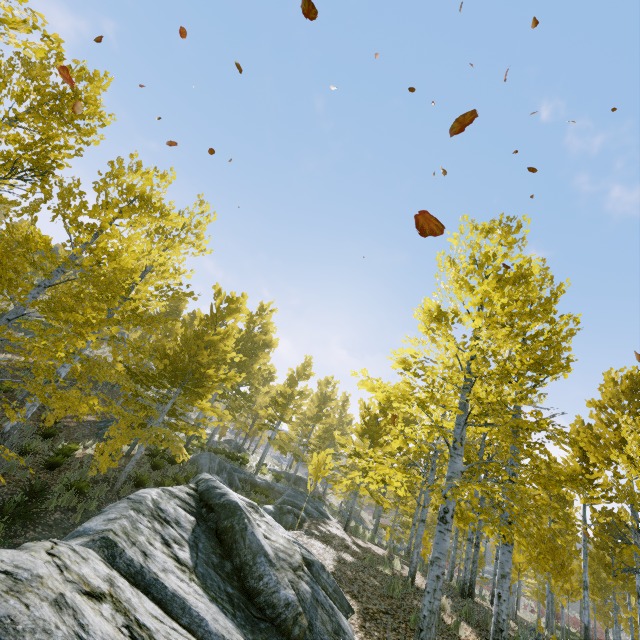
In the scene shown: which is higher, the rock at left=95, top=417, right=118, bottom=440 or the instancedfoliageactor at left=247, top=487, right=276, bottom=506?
the instancedfoliageactor at left=247, top=487, right=276, bottom=506

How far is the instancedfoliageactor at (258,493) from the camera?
17.0 meters

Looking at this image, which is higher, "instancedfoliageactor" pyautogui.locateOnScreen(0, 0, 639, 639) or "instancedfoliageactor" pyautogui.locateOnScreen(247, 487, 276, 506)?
"instancedfoliageactor" pyautogui.locateOnScreen(0, 0, 639, 639)

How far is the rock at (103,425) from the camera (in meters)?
16.50

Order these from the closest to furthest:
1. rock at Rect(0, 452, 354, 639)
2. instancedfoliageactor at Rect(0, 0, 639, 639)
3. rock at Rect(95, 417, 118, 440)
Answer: rock at Rect(0, 452, 354, 639) < instancedfoliageactor at Rect(0, 0, 639, 639) < rock at Rect(95, 417, 118, 440)

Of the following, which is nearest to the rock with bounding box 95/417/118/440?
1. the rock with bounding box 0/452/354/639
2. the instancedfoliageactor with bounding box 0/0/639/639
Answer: the instancedfoliageactor with bounding box 0/0/639/639

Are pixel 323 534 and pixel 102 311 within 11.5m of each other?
yes
